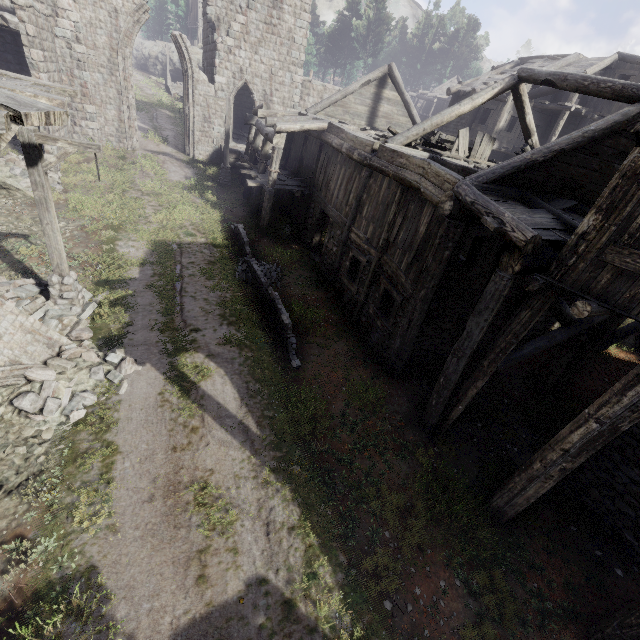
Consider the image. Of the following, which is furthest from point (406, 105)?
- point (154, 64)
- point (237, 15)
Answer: point (154, 64)

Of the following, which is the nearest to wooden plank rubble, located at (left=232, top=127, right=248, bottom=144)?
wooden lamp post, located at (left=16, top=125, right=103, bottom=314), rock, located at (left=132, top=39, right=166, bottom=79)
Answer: wooden lamp post, located at (left=16, top=125, right=103, bottom=314)

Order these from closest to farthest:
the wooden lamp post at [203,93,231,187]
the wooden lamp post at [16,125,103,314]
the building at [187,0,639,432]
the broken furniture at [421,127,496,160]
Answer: the building at [187,0,639,432] → the wooden lamp post at [16,125,103,314] → the broken furniture at [421,127,496,160] → the wooden lamp post at [203,93,231,187]

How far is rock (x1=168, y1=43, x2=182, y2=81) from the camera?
46.7m

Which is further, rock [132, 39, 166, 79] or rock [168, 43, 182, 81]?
rock [132, 39, 166, 79]

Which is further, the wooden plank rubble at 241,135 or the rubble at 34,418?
the wooden plank rubble at 241,135

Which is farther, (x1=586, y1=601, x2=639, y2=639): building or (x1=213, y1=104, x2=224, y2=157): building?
(x1=213, y1=104, x2=224, y2=157): building

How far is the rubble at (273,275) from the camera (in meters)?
13.24
